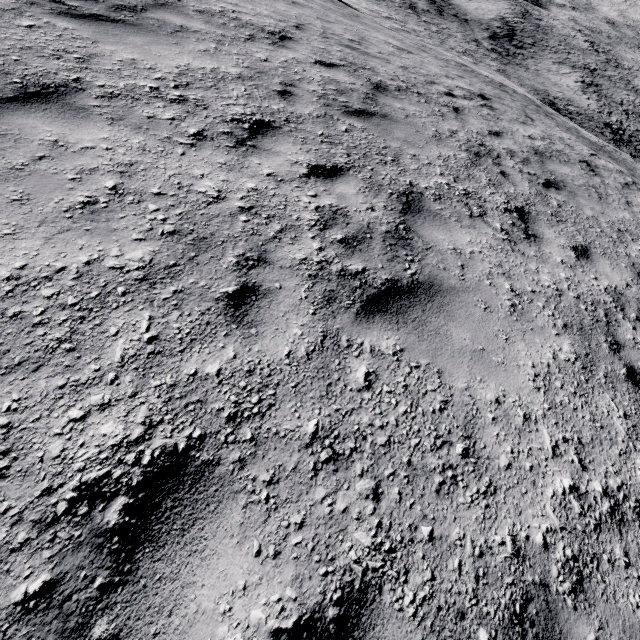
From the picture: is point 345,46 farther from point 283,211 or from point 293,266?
point 293,266
